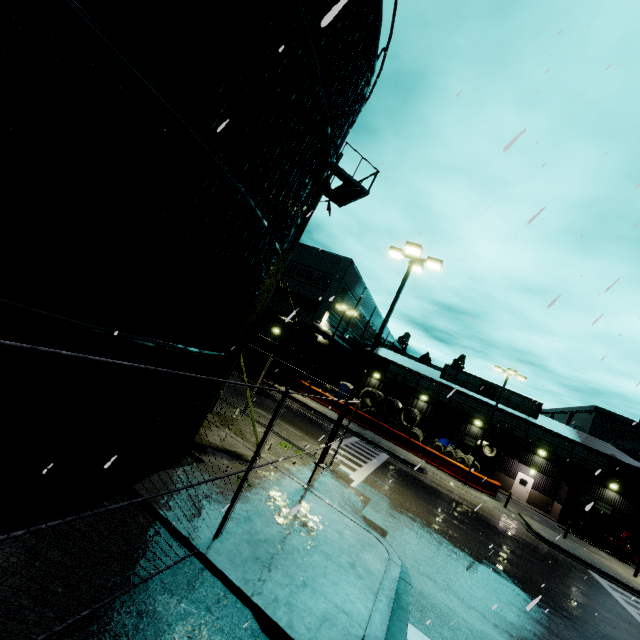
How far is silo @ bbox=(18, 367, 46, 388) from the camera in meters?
4.0

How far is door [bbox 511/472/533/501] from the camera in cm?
3316

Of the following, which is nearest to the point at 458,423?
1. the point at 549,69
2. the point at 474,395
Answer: the point at 474,395

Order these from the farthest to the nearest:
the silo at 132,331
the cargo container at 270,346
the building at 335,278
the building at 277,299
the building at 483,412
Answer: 1. the building at 277,299
2. the building at 483,412
3. the building at 335,278
4. the cargo container at 270,346
5. the silo at 132,331

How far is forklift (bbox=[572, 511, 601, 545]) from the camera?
26.84m

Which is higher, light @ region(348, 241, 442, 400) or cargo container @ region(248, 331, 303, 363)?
light @ region(348, 241, 442, 400)

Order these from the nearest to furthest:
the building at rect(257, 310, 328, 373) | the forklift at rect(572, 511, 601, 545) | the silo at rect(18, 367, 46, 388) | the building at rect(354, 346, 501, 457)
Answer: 1. the silo at rect(18, 367, 46, 388)
2. the forklift at rect(572, 511, 601, 545)
3. the building at rect(257, 310, 328, 373)
4. the building at rect(354, 346, 501, 457)

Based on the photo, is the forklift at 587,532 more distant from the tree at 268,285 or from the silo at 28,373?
the tree at 268,285
